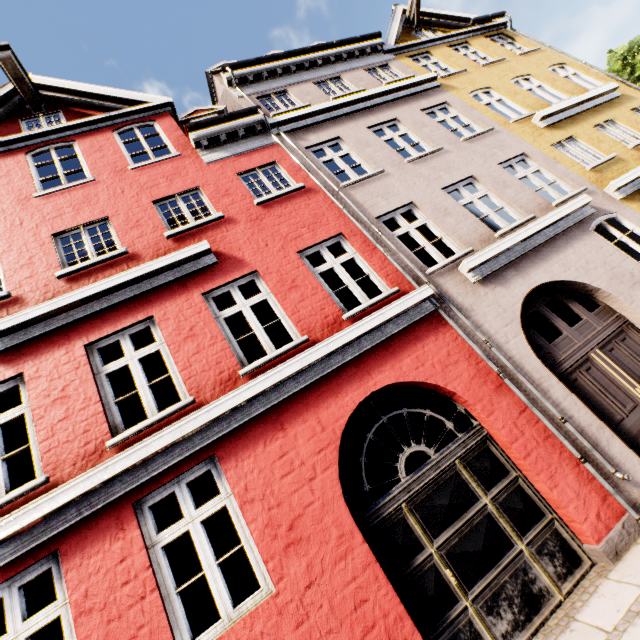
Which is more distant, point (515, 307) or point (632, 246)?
point (632, 246)
